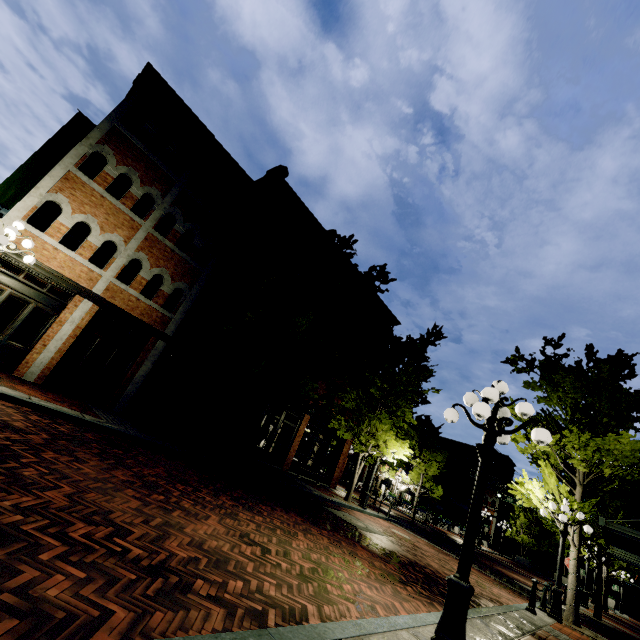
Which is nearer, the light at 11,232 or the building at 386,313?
the light at 11,232

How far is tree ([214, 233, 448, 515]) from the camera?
13.0m

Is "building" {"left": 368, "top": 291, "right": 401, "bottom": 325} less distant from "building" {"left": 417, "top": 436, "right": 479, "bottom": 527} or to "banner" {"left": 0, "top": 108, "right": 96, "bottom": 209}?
"banner" {"left": 0, "top": 108, "right": 96, "bottom": 209}

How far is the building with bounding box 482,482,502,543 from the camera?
44.4m

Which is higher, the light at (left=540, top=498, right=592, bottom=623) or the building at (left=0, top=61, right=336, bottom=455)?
the building at (left=0, top=61, right=336, bottom=455)

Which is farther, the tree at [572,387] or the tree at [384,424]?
the tree at [384,424]

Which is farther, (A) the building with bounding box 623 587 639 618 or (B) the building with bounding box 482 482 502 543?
(B) the building with bounding box 482 482 502 543

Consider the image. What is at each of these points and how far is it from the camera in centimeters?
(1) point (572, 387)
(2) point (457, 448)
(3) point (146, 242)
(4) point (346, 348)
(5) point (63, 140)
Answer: (1) tree, 1304cm
(2) building, 5225cm
(3) building, 1288cm
(4) building, 2356cm
(5) banner, 1325cm
